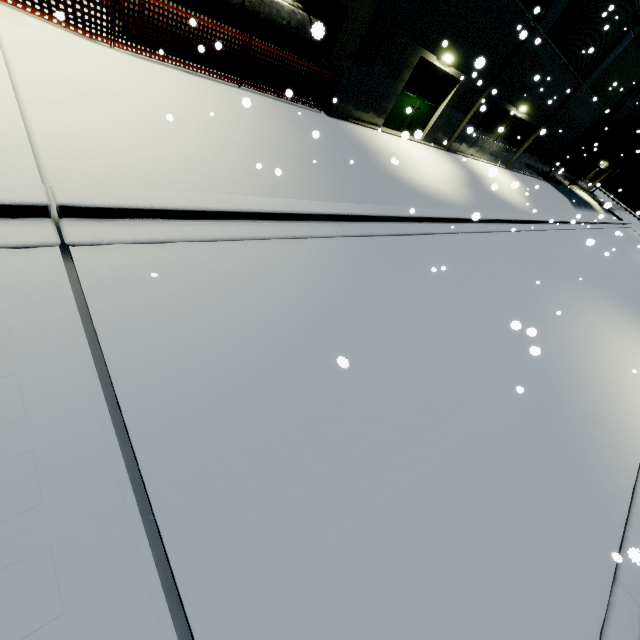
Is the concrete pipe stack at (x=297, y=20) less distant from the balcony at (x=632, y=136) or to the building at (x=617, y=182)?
the building at (x=617, y=182)

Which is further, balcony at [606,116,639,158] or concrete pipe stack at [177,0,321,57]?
balcony at [606,116,639,158]

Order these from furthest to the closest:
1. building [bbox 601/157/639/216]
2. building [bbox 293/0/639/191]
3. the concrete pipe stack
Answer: building [bbox 601/157/639/216]
building [bbox 293/0/639/191]
the concrete pipe stack

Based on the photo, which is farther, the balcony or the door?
the balcony

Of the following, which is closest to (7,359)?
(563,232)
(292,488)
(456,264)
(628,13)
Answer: (292,488)

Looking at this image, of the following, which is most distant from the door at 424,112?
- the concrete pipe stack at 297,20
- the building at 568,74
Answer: the concrete pipe stack at 297,20

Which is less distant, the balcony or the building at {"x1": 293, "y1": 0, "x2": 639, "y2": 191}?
the building at {"x1": 293, "y1": 0, "x2": 639, "y2": 191}

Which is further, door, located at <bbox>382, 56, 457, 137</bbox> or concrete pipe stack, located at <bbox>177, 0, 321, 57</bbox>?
door, located at <bbox>382, 56, 457, 137</bbox>
